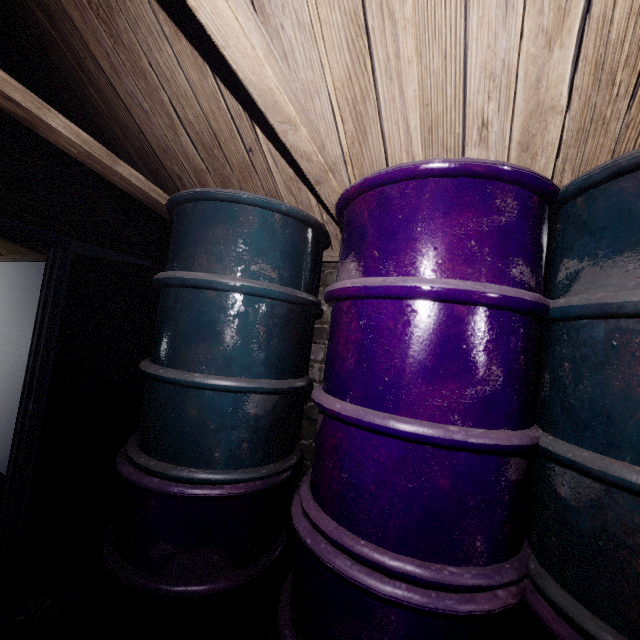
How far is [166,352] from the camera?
1.19m

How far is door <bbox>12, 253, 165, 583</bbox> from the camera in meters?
1.8

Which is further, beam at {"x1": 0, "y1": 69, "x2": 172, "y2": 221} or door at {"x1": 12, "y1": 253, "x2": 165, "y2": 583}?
door at {"x1": 12, "y1": 253, "x2": 165, "y2": 583}

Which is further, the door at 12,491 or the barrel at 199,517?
the door at 12,491

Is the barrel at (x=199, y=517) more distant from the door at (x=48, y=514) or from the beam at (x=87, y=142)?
the door at (x=48, y=514)

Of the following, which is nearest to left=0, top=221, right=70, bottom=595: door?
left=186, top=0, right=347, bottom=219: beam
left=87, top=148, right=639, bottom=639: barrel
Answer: left=186, top=0, right=347, bottom=219: beam

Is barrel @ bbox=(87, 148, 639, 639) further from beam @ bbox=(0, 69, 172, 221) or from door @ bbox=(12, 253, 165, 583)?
door @ bbox=(12, 253, 165, 583)

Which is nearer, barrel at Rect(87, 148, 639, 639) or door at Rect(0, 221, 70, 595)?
barrel at Rect(87, 148, 639, 639)
